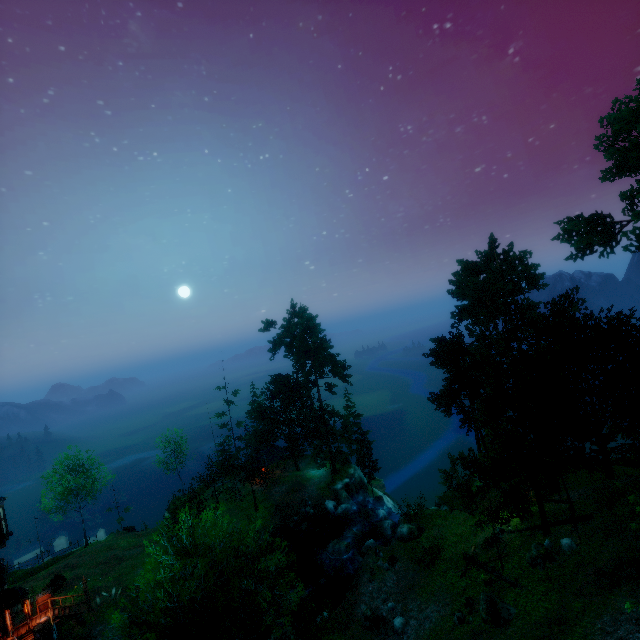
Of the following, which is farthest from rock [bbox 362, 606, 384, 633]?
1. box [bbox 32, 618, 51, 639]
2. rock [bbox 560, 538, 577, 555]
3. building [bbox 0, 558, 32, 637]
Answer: building [bbox 0, 558, 32, 637]

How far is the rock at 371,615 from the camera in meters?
22.3

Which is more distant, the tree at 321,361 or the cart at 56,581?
the tree at 321,361

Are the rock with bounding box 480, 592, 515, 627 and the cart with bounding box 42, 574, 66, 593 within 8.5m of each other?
no

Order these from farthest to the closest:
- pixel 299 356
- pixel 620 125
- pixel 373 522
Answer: pixel 299 356 < pixel 373 522 < pixel 620 125

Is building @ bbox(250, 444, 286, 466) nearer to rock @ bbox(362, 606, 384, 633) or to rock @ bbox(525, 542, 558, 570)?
rock @ bbox(362, 606, 384, 633)

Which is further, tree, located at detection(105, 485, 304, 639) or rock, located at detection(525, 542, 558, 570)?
rock, located at detection(525, 542, 558, 570)

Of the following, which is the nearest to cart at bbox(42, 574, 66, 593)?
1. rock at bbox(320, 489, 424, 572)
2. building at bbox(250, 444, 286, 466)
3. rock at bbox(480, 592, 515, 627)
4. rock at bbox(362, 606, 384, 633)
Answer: building at bbox(250, 444, 286, 466)
